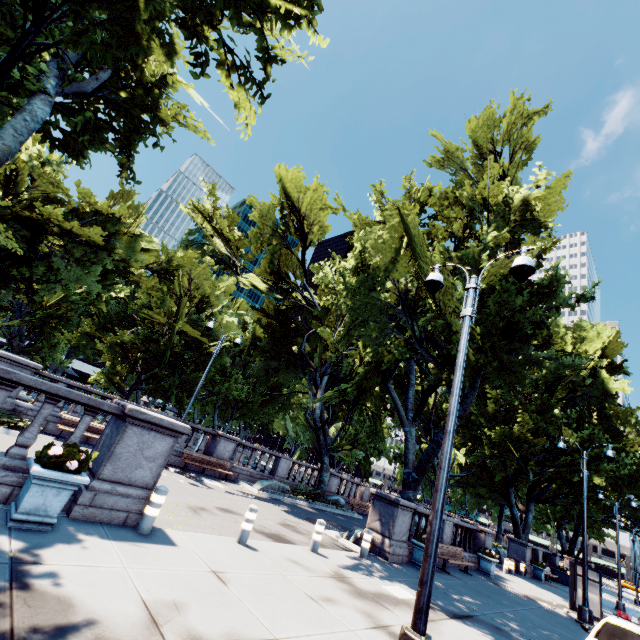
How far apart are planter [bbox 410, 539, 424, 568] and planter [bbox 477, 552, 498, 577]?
6.7 meters

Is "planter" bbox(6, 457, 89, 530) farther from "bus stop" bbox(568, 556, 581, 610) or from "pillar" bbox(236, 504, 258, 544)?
"bus stop" bbox(568, 556, 581, 610)

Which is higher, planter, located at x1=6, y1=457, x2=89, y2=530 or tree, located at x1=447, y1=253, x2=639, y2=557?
tree, located at x1=447, y1=253, x2=639, y2=557

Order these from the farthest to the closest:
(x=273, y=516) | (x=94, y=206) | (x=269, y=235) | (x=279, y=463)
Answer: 1. (x=269, y=235)
2. (x=94, y=206)
3. (x=279, y=463)
4. (x=273, y=516)

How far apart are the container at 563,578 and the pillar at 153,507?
35.52m

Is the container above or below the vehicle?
below

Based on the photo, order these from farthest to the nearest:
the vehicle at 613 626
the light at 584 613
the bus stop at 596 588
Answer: the bus stop at 596 588 < the light at 584 613 < the vehicle at 613 626

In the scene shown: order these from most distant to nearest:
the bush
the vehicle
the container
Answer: the container → the bush → the vehicle
